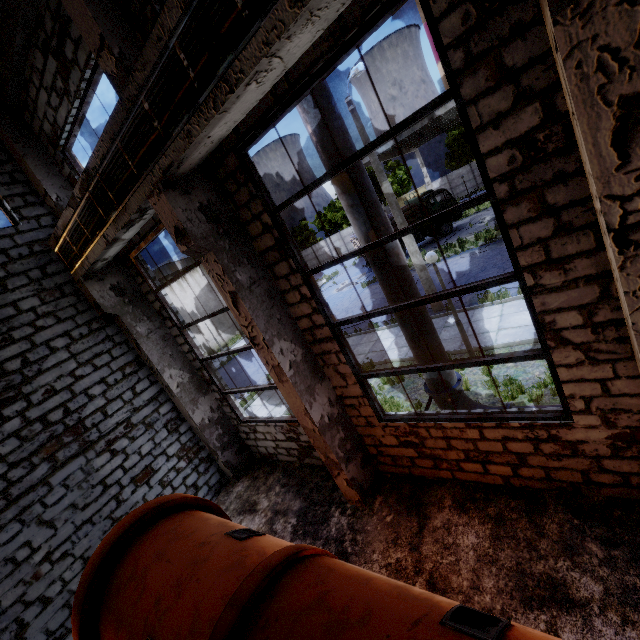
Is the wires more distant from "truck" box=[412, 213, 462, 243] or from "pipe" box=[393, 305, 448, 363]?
"truck" box=[412, 213, 462, 243]

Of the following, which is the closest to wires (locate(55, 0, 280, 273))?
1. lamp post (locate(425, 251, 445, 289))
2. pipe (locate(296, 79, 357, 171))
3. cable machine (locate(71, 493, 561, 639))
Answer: pipe (locate(296, 79, 357, 171))

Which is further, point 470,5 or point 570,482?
point 570,482

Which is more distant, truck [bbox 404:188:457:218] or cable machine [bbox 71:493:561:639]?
truck [bbox 404:188:457:218]

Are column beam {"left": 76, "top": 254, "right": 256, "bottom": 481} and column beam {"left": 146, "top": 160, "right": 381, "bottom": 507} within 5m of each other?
yes

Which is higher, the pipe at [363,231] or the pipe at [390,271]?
the pipe at [363,231]

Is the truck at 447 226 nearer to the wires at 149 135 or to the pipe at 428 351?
the pipe at 428 351

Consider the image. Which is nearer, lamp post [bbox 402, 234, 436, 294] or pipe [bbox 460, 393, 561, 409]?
pipe [bbox 460, 393, 561, 409]
